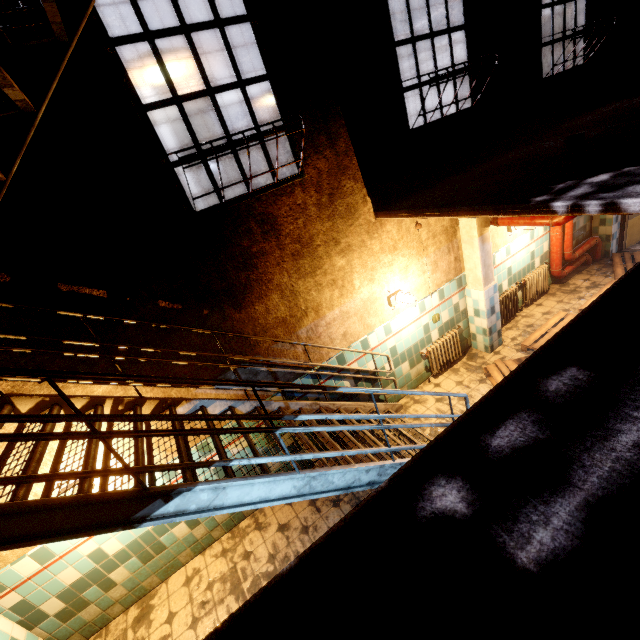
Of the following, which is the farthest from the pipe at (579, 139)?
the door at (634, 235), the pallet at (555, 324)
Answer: the door at (634, 235)

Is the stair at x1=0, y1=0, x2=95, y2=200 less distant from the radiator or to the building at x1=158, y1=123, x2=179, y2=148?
the radiator

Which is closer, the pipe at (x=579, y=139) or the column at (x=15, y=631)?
the column at (x=15, y=631)

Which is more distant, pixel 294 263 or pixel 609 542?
pixel 294 263

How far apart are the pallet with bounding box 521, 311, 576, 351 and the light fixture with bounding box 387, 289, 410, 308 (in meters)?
2.39

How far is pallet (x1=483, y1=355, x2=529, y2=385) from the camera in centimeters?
503cm

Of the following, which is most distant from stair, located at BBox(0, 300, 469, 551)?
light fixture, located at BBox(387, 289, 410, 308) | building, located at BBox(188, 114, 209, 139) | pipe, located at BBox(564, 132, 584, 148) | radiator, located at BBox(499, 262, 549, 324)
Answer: building, located at BBox(188, 114, 209, 139)

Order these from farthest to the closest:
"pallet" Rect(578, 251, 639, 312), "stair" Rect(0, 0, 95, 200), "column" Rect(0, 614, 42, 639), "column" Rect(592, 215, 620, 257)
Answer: "column" Rect(592, 215, 620, 257)
"pallet" Rect(578, 251, 639, 312)
"column" Rect(0, 614, 42, 639)
"stair" Rect(0, 0, 95, 200)
